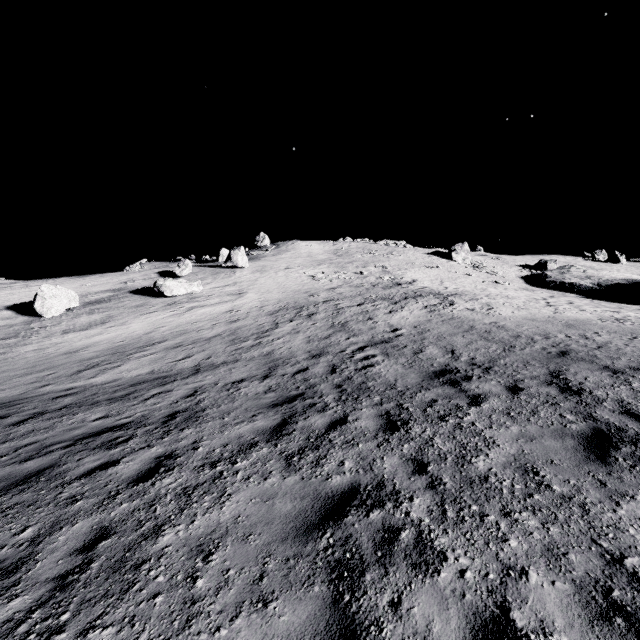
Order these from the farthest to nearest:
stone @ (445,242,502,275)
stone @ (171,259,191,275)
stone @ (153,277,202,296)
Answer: stone @ (445,242,502,275), stone @ (171,259,191,275), stone @ (153,277,202,296)

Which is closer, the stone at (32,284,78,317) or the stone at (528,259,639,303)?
the stone at (32,284,78,317)

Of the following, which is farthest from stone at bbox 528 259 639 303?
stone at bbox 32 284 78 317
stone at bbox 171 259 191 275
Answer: stone at bbox 32 284 78 317

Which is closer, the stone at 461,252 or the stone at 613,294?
the stone at 613,294

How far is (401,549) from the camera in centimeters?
320cm

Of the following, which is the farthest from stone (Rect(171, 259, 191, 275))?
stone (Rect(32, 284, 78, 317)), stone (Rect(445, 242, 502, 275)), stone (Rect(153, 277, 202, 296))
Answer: stone (Rect(445, 242, 502, 275))

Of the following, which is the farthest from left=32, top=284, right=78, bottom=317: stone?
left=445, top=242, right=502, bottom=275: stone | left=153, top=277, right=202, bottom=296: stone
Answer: left=445, top=242, right=502, bottom=275: stone

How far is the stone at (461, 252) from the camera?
45.3 meters
